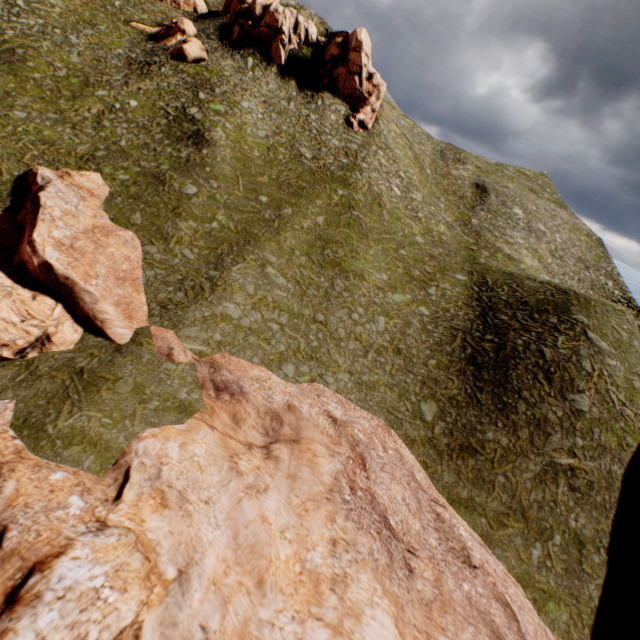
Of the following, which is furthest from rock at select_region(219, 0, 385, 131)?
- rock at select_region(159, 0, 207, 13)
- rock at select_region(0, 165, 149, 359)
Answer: rock at select_region(0, 165, 149, 359)

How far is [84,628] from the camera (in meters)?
10.02

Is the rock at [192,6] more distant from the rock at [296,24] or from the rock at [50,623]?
the rock at [50,623]

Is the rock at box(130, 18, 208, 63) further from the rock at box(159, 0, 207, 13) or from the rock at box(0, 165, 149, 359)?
the rock at box(0, 165, 149, 359)

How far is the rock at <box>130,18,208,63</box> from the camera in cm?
3803

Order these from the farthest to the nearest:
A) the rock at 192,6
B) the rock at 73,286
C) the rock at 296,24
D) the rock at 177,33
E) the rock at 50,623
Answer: the rock at 192,6 → the rock at 296,24 → the rock at 177,33 → the rock at 73,286 → the rock at 50,623
